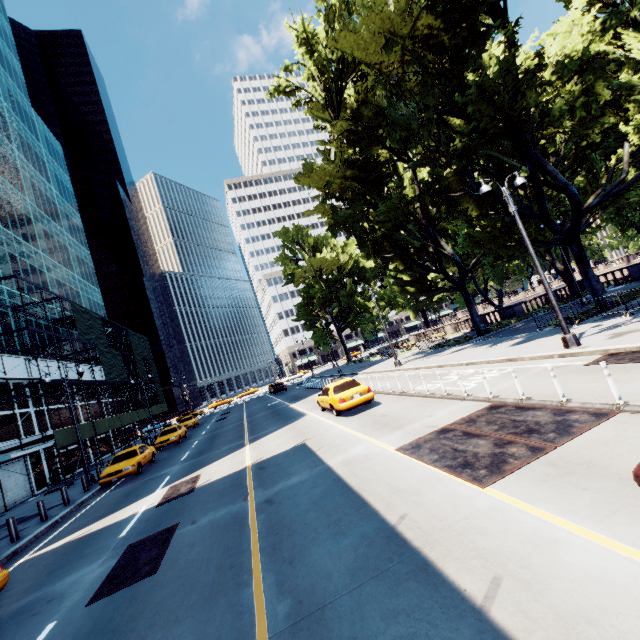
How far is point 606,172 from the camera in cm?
1962

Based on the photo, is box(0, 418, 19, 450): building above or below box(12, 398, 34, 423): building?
below

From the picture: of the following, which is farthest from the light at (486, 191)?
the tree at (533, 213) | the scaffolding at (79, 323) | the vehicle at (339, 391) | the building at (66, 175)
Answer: the building at (66, 175)

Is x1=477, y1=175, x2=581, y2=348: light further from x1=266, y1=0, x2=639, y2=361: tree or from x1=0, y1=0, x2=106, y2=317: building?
x1=0, y1=0, x2=106, y2=317: building

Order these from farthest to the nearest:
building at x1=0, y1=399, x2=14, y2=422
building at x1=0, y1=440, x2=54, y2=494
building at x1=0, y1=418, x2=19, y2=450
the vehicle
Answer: building at x1=0, y1=399, x2=14, y2=422, building at x1=0, y1=418, x2=19, y2=450, building at x1=0, y1=440, x2=54, y2=494, the vehicle

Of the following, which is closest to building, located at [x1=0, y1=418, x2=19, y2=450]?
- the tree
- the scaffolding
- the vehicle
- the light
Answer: the scaffolding

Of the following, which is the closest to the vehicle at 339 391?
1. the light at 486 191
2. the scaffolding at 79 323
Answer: the light at 486 191

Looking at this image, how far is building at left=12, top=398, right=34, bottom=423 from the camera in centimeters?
2495cm
